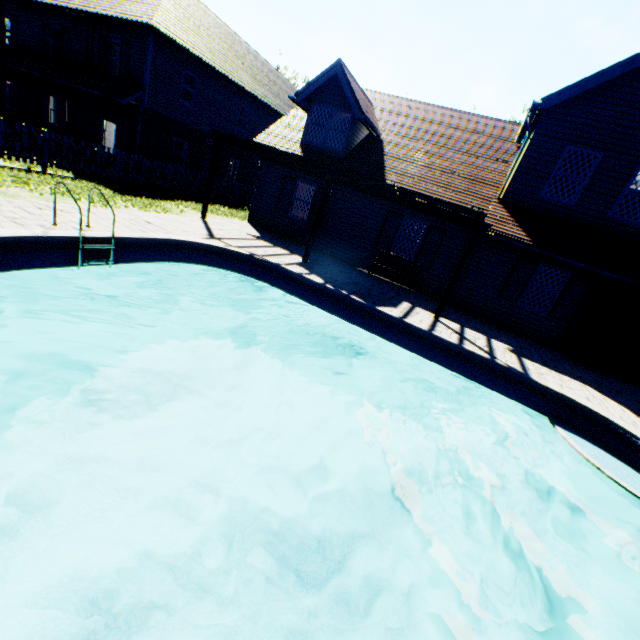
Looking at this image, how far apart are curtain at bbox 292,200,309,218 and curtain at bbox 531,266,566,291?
9.07m

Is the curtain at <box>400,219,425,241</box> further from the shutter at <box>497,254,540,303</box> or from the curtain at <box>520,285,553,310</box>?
the curtain at <box>520,285,553,310</box>

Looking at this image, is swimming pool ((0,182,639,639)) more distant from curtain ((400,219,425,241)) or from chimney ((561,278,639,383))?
curtain ((400,219,425,241))

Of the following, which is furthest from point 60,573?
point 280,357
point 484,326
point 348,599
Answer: point 484,326

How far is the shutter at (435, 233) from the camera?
12.17m

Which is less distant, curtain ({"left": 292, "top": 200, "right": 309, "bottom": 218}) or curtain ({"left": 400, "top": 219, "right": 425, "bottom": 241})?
curtain ({"left": 400, "top": 219, "right": 425, "bottom": 241})

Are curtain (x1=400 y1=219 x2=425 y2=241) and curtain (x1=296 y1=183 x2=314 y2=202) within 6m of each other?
yes

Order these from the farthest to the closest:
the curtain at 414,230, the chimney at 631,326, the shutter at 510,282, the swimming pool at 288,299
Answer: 1. the curtain at 414,230
2. the shutter at 510,282
3. the chimney at 631,326
4. the swimming pool at 288,299
